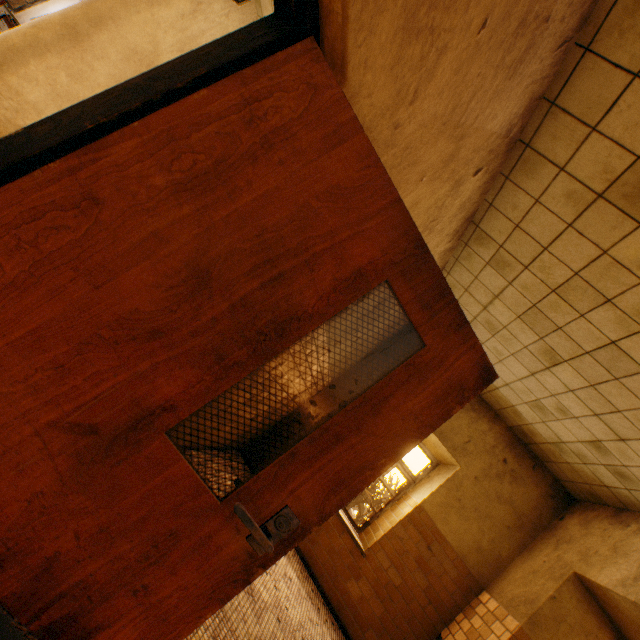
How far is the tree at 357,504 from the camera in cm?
2402

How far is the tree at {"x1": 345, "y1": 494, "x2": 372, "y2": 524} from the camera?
24.0 meters

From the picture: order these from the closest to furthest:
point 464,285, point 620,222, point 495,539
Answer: point 620,222
point 464,285
point 495,539

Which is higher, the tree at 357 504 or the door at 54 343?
the door at 54 343

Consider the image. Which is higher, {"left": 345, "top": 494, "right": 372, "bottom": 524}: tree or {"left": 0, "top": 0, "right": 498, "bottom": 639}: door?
{"left": 0, "top": 0, "right": 498, "bottom": 639}: door

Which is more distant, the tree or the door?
the tree
